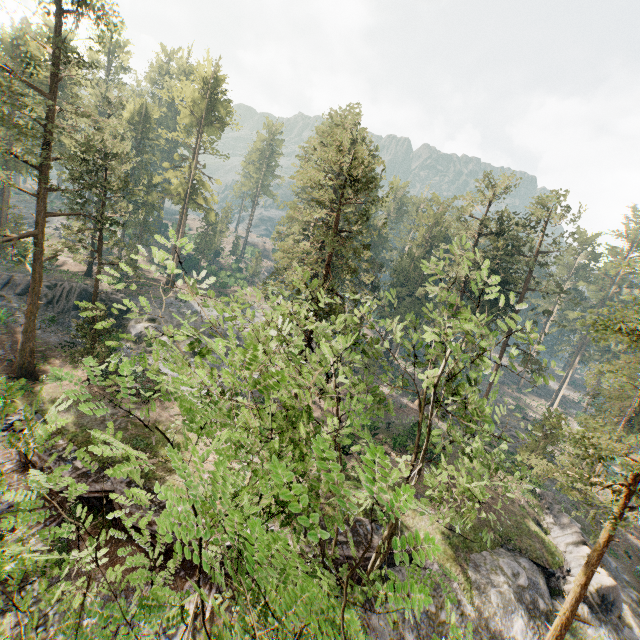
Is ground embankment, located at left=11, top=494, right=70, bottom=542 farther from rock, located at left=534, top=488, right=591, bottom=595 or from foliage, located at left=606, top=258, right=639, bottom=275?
foliage, located at left=606, top=258, right=639, bottom=275

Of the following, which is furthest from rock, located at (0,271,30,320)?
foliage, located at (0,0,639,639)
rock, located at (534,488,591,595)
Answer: rock, located at (534,488,591,595)

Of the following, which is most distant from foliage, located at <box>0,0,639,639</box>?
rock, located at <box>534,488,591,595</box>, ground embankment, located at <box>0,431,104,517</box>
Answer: ground embankment, located at <box>0,431,104,517</box>

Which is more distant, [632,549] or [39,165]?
[632,549]

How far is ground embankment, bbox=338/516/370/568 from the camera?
19.5m

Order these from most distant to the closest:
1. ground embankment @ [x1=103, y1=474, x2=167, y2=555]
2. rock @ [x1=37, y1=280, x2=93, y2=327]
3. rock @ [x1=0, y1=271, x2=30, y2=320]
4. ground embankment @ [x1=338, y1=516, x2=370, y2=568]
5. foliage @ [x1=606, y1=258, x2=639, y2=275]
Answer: rock @ [x1=37, y1=280, x2=93, y2=327] < rock @ [x1=0, y1=271, x2=30, y2=320] < ground embankment @ [x1=338, y1=516, x2=370, y2=568] < ground embankment @ [x1=103, y1=474, x2=167, y2=555] < foliage @ [x1=606, y1=258, x2=639, y2=275]

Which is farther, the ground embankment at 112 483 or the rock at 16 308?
the rock at 16 308

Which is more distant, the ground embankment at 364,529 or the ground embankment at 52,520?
the ground embankment at 364,529
